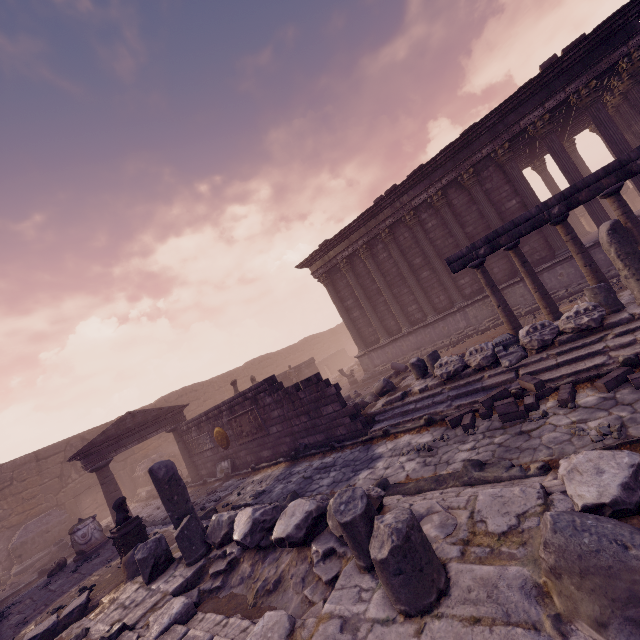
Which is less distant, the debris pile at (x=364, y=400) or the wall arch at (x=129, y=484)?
the debris pile at (x=364, y=400)

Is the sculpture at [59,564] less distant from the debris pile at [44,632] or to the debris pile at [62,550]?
the debris pile at [62,550]

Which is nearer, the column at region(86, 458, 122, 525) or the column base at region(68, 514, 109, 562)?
the column base at region(68, 514, 109, 562)

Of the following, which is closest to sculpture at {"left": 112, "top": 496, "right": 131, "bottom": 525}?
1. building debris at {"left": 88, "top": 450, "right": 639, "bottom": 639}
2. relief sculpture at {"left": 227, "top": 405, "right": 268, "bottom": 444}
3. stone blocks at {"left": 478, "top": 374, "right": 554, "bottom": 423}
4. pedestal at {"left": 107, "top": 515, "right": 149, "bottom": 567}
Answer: pedestal at {"left": 107, "top": 515, "right": 149, "bottom": 567}

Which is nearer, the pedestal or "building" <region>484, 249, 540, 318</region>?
the pedestal

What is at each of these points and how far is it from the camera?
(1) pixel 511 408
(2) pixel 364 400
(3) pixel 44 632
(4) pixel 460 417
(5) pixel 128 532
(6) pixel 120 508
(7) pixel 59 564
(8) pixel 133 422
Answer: (1) stone blocks, 5.7 meters
(2) debris pile, 11.4 meters
(3) debris pile, 5.5 meters
(4) stone blocks, 6.7 meters
(5) pedestal, 7.7 meters
(6) sculpture, 7.9 meters
(7) sculpture, 10.4 meters
(8) pediment, 14.1 meters

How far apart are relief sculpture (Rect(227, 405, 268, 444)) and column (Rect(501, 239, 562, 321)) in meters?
9.3 m

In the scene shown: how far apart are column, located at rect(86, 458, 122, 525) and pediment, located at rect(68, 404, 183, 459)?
0.7m
